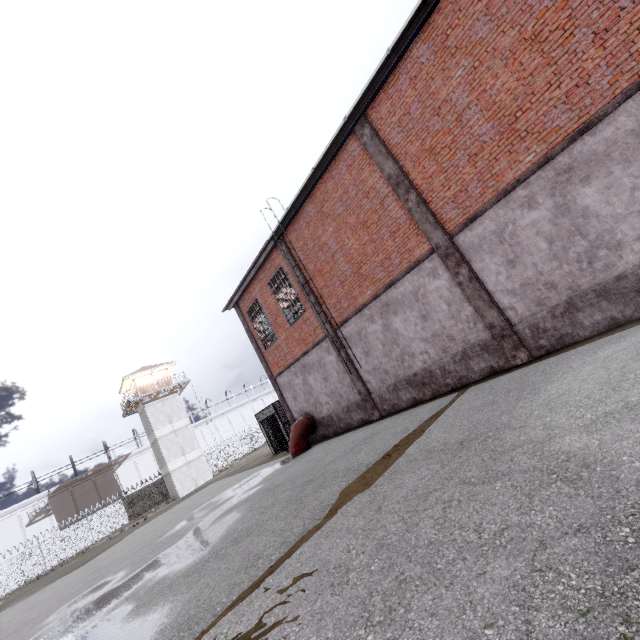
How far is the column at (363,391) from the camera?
12.89m

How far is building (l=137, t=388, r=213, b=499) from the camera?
36.2 meters

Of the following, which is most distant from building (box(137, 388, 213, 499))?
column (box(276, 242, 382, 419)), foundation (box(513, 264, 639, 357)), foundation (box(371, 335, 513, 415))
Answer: foundation (box(513, 264, 639, 357))

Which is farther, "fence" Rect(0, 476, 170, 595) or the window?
"fence" Rect(0, 476, 170, 595)

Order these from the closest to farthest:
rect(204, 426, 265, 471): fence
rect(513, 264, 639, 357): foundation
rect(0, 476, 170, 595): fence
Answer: rect(513, 264, 639, 357): foundation
rect(0, 476, 170, 595): fence
rect(204, 426, 265, 471): fence

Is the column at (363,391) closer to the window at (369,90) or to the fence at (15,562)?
the window at (369,90)

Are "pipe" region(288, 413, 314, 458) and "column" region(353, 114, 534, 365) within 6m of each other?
no

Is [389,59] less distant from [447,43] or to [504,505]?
[447,43]
